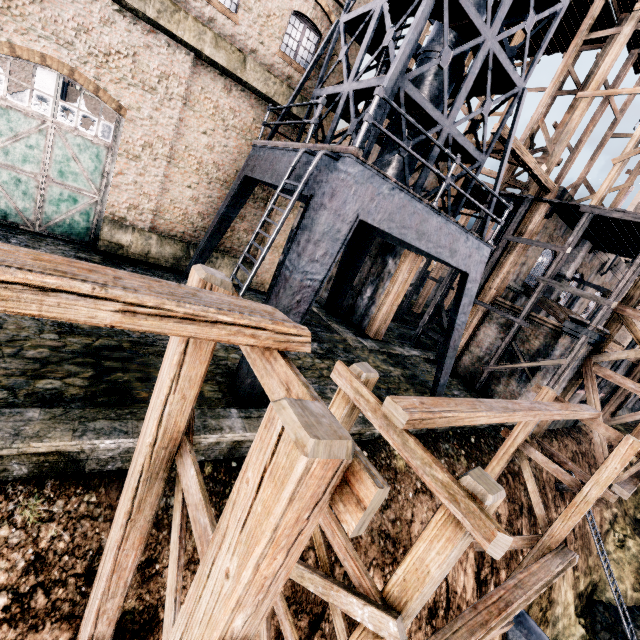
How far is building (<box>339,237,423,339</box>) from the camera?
18.5m

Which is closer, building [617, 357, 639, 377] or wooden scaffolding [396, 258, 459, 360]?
wooden scaffolding [396, 258, 459, 360]

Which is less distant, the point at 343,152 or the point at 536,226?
the point at 343,152

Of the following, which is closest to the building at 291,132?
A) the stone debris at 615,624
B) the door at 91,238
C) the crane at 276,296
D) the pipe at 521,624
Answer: the door at 91,238

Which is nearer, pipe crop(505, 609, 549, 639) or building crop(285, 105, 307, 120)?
pipe crop(505, 609, 549, 639)

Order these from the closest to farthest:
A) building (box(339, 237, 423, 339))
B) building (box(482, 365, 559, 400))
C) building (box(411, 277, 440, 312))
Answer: building (box(482, 365, 559, 400)) → building (box(339, 237, 423, 339)) → building (box(411, 277, 440, 312))

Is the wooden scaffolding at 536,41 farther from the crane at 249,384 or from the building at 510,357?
the crane at 249,384
